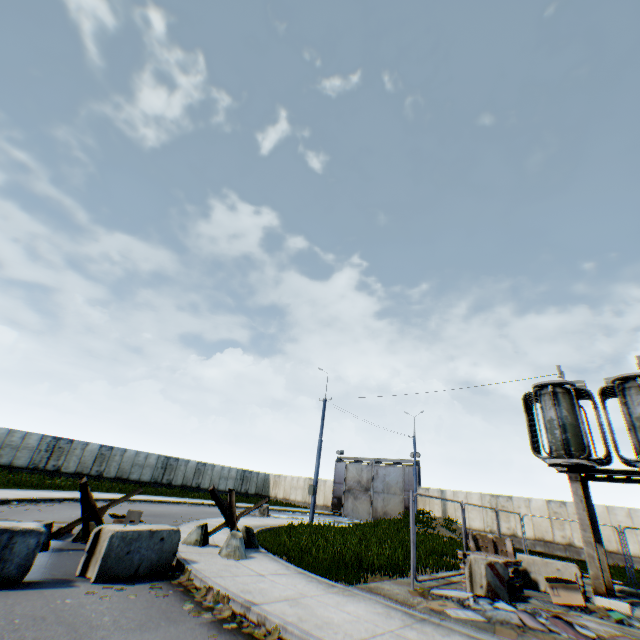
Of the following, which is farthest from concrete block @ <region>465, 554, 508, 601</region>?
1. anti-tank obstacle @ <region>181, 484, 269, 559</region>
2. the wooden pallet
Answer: anti-tank obstacle @ <region>181, 484, 269, 559</region>

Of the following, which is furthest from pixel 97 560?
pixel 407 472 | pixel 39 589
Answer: pixel 407 472

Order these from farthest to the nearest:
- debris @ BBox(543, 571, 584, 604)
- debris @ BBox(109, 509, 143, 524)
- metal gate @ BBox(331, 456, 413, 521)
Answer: metal gate @ BBox(331, 456, 413, 521)
debris @ BBox(109, 509, 143, 524)
debris @ BBox(543, 571, 584, 604)

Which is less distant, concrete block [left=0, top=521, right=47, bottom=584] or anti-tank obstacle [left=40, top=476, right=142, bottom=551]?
concrete block [left=0, top=521, right=47, bottom=584]

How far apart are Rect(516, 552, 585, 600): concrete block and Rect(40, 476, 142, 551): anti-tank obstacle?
12.06m

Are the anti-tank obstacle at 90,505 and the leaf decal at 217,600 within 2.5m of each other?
no

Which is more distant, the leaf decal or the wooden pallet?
the wooden pallet

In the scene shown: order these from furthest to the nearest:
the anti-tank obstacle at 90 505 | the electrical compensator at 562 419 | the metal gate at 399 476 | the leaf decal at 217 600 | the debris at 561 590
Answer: the metal gate at 399 476 < the electrical compensator at 562 419 < the debris at 561 590 < the anti-tank obstacle at 90 505 < the leaf decal at 217 600
